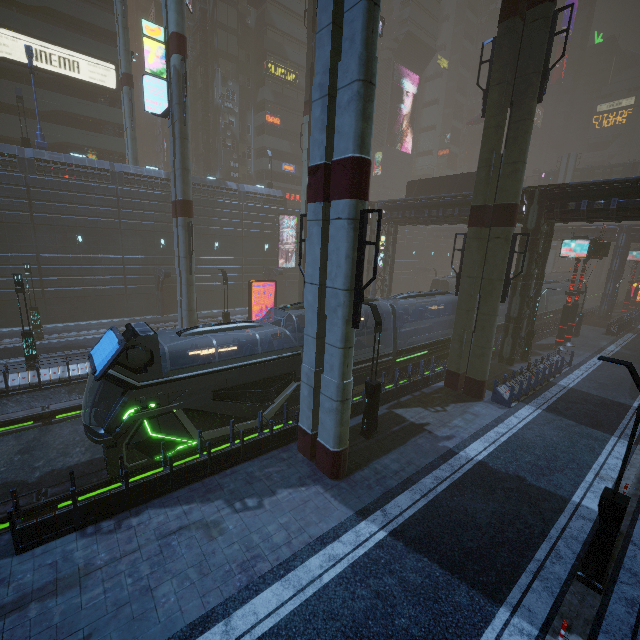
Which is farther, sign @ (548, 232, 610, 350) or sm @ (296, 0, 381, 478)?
sign @ (548, 232, 610, 350)

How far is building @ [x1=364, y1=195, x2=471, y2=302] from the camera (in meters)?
25.70

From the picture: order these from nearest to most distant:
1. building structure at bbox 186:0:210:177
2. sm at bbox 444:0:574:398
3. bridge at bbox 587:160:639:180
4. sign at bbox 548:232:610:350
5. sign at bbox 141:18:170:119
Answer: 1. sm at bbox 444:0:574:398
2. sign at bbox 141:18:170:119
3. sign at bbox 548:232:610:350
4. building structure at bbox 186:0:210:177
5. bridge at bbox 587:160:639:180

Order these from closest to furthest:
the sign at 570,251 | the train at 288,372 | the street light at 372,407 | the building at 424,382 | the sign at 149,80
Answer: the train at 288,372 < the street light at 372,407 < the building at 424,382 < the sign at 149,80 < the sign at 570,251

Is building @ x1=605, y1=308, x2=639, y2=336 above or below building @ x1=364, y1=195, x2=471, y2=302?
below

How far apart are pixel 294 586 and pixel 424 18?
81.35m

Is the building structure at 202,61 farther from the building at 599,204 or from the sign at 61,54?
the sign at 61,54

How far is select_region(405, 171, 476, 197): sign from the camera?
29.5m
